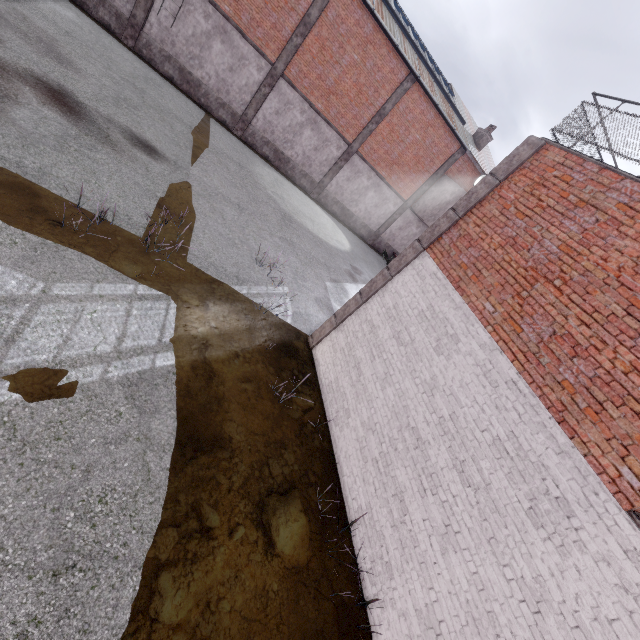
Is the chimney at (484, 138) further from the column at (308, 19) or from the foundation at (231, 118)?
the foundation at (231, 118)

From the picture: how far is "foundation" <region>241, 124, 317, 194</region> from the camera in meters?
18.9

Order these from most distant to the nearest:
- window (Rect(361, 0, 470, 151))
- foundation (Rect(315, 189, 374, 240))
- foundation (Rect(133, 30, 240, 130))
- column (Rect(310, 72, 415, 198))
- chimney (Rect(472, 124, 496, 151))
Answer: chimney (Rect(472, 124, 496, 151)) → foundation (Rect(315, 189, 374, 240)) → column (Rect(310, 72, 415, 198)) → window (Rect(361, 0, 470, 151)) → foundation (Rect(133, 30, 240, 130))

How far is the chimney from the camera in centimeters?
2319cm

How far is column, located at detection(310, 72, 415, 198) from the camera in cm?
1853

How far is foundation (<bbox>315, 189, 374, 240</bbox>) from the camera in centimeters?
2230cm

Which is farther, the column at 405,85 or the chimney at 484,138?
the chimney at 484,138

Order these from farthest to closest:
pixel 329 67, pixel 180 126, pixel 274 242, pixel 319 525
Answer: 1. pixel 329 67
2. pixel 180 126
3. pixel 274 242
4. pixel 319 525
